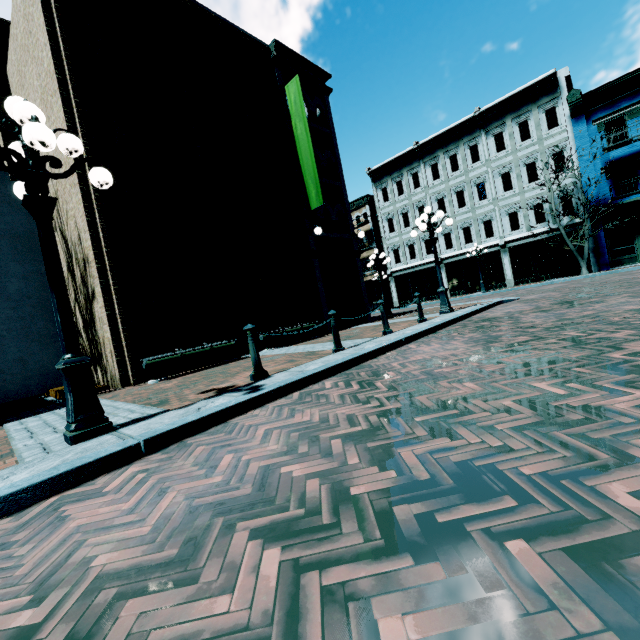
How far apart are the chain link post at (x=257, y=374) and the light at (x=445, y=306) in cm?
559

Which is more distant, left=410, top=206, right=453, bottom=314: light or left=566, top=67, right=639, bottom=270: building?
left=566, top=67, right=639, bottom=270: building

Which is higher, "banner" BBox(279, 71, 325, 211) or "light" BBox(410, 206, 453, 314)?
"banner" BBox(279, 71, 325, 211)

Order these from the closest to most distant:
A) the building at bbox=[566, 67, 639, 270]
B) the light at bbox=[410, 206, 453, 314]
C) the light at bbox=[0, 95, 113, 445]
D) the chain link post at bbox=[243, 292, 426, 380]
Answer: the light at bbox=[0, 95, 113, 445]
the chain link post at bbox=[243, 292, 426, 380]
the light at bbox=[410, 206, 453, 314]
the building at bbox=[566, 67, 639, 270]

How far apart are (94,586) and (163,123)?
11.0 meters

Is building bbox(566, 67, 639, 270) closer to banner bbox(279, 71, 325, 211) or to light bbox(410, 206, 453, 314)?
light bbox(410, 206, 453, 314)

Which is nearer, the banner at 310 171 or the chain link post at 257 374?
the chain link post at 257 374

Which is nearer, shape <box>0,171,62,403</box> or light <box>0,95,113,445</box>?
light <box>0,95,113,445</box>
